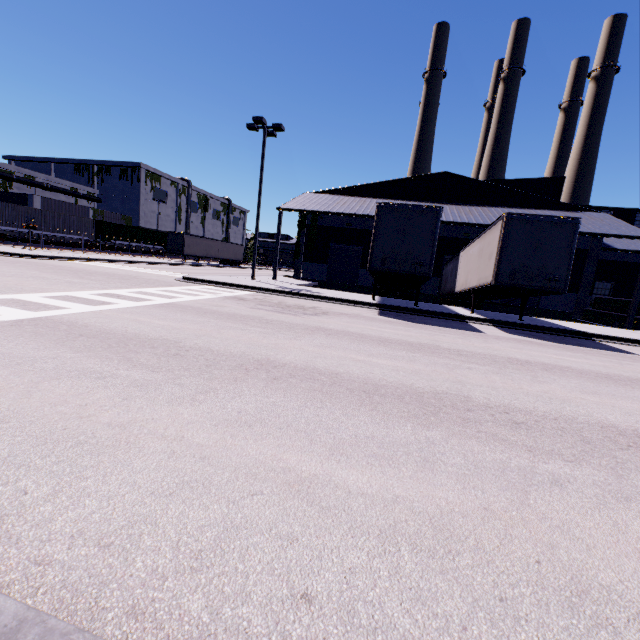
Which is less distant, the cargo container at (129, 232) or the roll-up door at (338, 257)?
the roll-up door at (338, 257)

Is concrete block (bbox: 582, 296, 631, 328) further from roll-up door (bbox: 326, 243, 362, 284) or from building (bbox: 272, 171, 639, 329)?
roll-up door (bbox: 326, 243, 362, 284)

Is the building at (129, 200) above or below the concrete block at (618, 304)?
above

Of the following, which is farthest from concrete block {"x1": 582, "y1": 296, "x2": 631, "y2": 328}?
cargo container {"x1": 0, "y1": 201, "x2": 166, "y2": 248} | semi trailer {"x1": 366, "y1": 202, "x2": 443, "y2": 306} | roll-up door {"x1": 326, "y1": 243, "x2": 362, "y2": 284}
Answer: cargo container {"x1": 0, "y1": 201, "x2": 166, "y2": 248}

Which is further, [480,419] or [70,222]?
[70,222]

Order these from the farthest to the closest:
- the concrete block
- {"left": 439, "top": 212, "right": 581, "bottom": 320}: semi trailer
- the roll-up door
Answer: the roll-up door → the concrete block → {"left": 439, "top": 212, "right": 581, "bottom": 320}: semi trailer

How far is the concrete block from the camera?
20.84m

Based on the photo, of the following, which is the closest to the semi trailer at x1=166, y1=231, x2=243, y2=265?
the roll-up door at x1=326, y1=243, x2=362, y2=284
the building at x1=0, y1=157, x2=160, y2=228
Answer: the building at x1=0, y1=157, x2=160, y2=228
